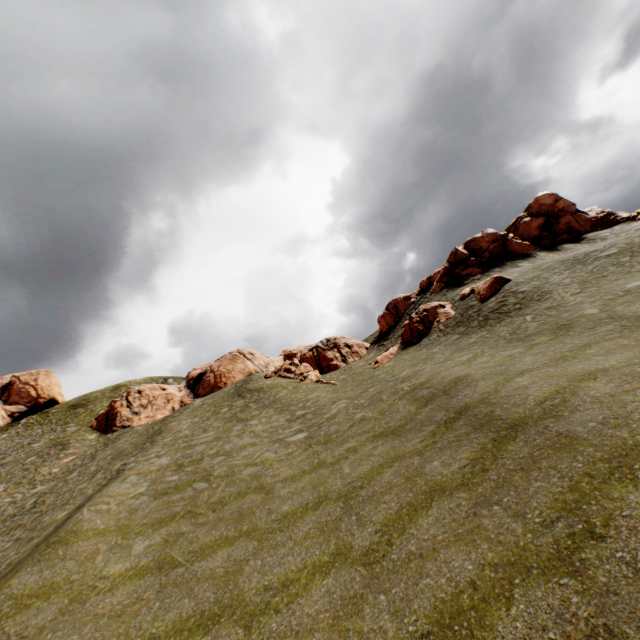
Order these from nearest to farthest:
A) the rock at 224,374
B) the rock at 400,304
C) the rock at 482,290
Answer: the rock at 482,290, the rock at 400,304, the rock at 224,374

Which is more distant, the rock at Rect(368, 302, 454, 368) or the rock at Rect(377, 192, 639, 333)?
the rock at Rect(377, 192, 639, 333)

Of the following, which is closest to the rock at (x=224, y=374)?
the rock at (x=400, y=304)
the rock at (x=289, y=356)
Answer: the rock at (x=289, y=356)

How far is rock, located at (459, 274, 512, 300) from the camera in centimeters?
2691cm

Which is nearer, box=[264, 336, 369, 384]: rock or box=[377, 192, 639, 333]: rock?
box=[377, 192, 639, 333]: rock

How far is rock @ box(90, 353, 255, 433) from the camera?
44.0m

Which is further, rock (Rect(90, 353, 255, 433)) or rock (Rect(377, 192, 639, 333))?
rock (Rect(90, 353, 255, 433))

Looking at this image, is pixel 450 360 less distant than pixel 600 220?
Yes
